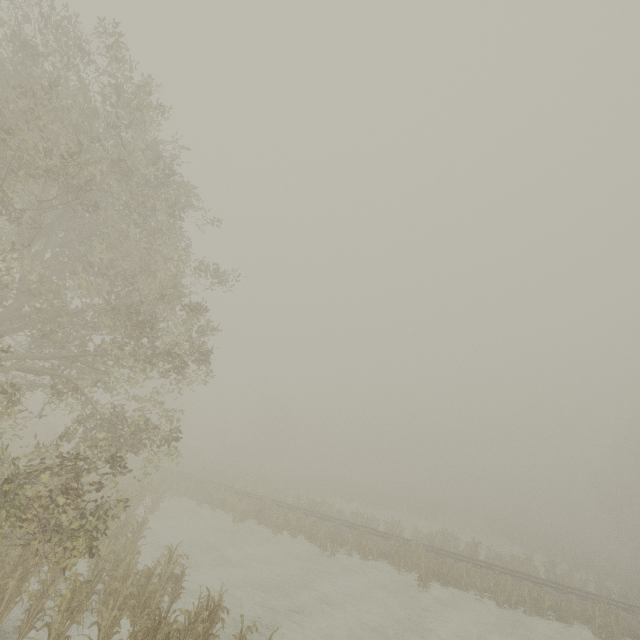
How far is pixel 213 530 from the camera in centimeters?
2000cm
